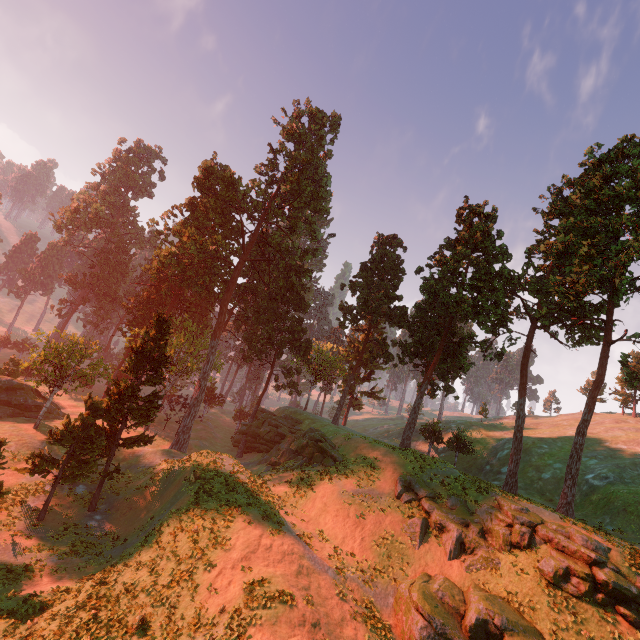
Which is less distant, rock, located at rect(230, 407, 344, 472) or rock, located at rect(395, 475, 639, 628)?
rock, located at rect(395, 475, 639, 628)

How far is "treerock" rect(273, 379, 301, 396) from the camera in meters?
48.2

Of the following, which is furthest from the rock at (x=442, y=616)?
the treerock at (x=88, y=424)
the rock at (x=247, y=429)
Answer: the treerock at (x=88, y=424)

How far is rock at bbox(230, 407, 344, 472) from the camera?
32.3 meters

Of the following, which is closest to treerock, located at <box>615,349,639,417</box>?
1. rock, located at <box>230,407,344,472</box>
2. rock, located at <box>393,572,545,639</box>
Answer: rock, located at <box>230,407,344,472</box>

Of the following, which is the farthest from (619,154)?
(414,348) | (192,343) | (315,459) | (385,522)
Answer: (192,343)

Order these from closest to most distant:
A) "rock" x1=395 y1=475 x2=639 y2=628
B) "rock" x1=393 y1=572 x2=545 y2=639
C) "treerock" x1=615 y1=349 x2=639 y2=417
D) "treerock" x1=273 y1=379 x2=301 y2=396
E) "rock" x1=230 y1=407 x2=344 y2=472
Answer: "rock" x1=393 y1=572 x2=545 y2=639, "rock" x1=395 y1=475 x2=639 y2=628, "treerock" x1=615 y1=349 x2=639 y2=417, "rock" x1=230 y1=407 x2=344 y2=472, "treerock" x1=273 y1=379 x2=301 y2=396

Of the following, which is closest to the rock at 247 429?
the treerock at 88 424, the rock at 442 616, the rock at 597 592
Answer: the treerock at 88 424
